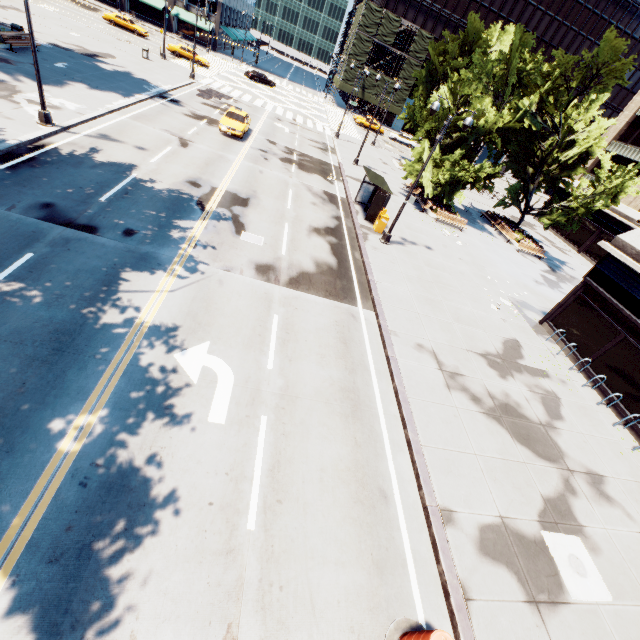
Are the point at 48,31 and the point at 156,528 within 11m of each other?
no

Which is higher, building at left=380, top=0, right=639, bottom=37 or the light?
building at left=380, top=0, right=639, bottom=37

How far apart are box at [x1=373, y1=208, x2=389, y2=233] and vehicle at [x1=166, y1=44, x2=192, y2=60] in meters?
40.4

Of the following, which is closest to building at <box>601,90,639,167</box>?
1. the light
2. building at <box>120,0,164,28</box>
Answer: the light

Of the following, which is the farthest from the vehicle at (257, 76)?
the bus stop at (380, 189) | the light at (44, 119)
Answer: the light at (44, 119)

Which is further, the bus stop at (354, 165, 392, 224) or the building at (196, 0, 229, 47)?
the building at (196, 0, 229, 47)

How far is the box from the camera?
19.75m

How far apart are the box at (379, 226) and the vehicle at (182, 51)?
40.4m
